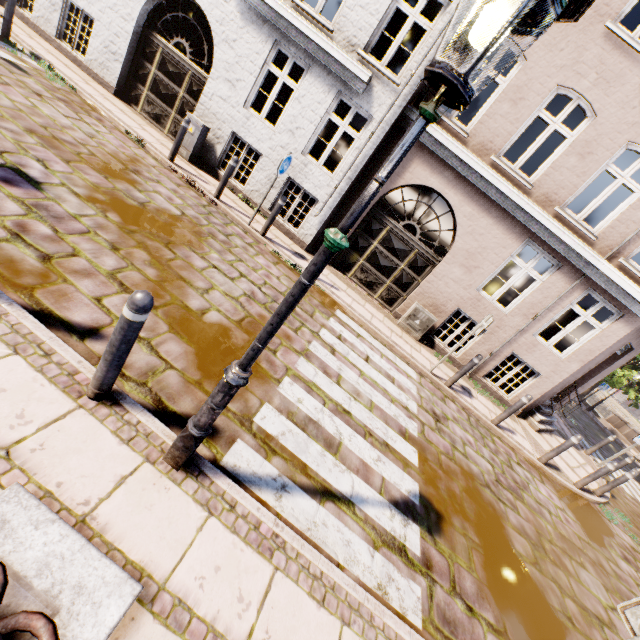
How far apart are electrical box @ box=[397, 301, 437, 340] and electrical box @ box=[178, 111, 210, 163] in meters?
7.4

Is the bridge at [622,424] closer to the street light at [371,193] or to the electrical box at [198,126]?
the street light at [371,193]

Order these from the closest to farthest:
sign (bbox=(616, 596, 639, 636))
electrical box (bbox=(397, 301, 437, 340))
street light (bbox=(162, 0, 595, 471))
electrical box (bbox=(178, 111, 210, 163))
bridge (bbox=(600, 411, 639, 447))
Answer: street light (bbox=(162, 0, 595, 471)), sign (bbox=(616, 596, 639, 636)), electrical box (bbox=(178, 111, 210, 163)), electrical box (bbox=(397, 301, 437, 340)), bridge (bbox=(600, 411, 639, 447))

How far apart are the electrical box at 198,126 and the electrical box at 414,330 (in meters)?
7.44

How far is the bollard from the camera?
2.21m

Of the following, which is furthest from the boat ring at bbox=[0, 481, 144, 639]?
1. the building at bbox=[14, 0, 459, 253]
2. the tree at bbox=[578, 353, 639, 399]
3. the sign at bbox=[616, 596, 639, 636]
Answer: the tree at bbox=[578, 353, 639, 399]

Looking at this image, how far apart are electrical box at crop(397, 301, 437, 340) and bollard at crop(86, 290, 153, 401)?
7.8m

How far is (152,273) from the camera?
4.48m
